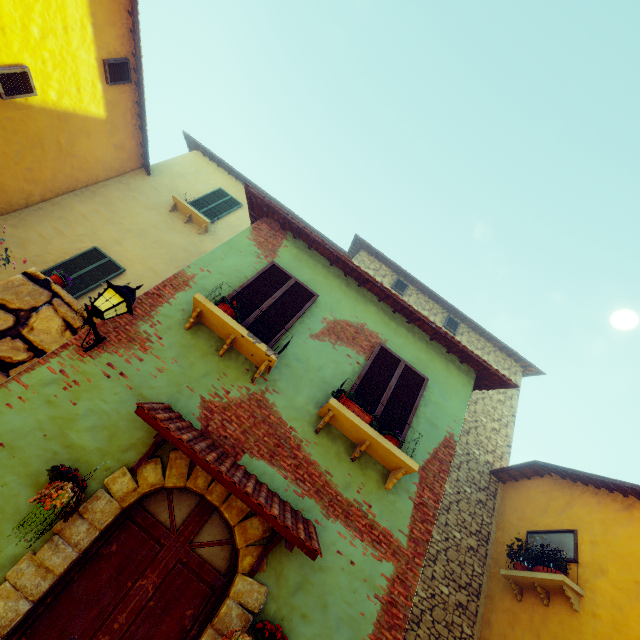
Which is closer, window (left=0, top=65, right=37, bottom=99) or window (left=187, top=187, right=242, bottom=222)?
window (left=0, top=65, right=37, bottom=99)

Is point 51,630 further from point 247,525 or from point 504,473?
point 504,473

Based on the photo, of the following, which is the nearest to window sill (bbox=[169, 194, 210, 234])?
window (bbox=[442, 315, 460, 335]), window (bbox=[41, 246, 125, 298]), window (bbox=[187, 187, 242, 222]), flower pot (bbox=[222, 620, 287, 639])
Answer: window (bbox=[187, 187, 242, 222])

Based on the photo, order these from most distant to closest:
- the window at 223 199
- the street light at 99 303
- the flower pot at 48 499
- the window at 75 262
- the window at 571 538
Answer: the window at 223 199, the window at 75 262, the window at 571 538, the street light at 99 303, the flower pot at 48 499

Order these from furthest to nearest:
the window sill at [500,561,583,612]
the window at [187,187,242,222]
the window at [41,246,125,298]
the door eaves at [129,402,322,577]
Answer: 1. the window at [187,187,242,222]
2. the window at [41,246,125,298]
3. the window sill at [500,561,583,612]
4. the door eaves at [129,402,322,577]

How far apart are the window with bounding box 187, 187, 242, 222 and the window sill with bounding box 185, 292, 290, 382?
6.9 meters

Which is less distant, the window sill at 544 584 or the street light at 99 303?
the street light at 99 303

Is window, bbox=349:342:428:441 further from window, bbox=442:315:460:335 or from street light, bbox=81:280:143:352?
window, bbox=442:315:460:335
